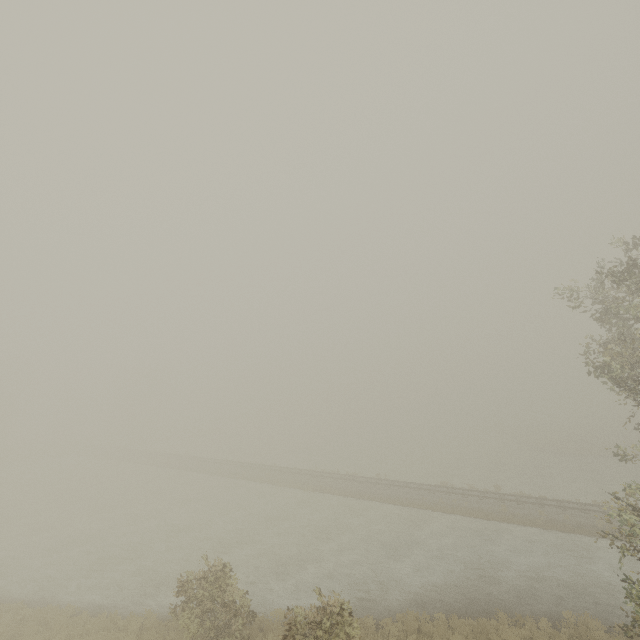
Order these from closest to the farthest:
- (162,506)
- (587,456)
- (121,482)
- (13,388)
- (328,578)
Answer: (328,578) < (162,506) < (121,482) < (587,456) < (13,388)
